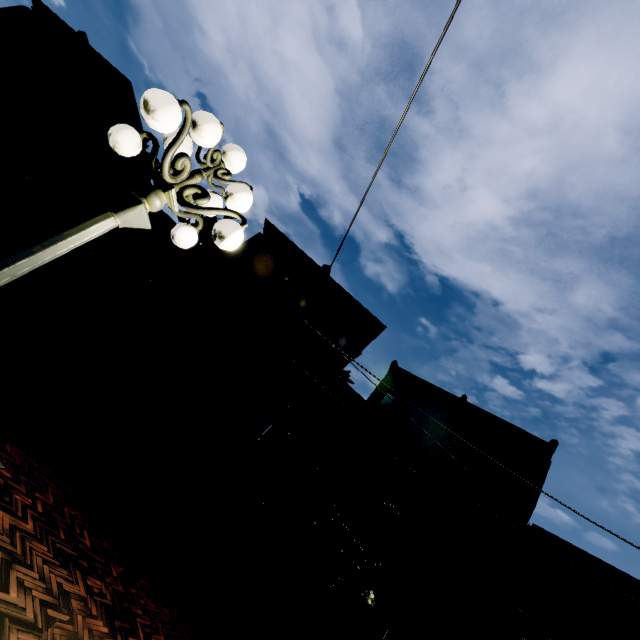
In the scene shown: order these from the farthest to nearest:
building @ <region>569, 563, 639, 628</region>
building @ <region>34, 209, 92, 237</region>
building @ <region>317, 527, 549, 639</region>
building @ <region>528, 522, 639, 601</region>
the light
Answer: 1. building @ <region>34, 209, 92, 237</region>
2. building @ <region>317, 527, 549, 639</region>
3. building @ <region>528, 522, 639, 601</region>
4. building @ <region>569, 563, 639, 628</region>
5. the light

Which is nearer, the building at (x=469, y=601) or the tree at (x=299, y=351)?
the building at (x=469, y=601)

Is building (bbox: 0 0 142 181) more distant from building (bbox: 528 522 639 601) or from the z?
the z

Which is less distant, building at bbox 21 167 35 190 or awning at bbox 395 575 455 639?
awning at bbox 395 575 455 639

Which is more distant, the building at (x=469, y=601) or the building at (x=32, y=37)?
the building at (x=32, y=37)

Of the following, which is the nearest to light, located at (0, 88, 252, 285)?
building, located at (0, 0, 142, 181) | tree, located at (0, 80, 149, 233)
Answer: tree, located at (0, 80, 149, 233)

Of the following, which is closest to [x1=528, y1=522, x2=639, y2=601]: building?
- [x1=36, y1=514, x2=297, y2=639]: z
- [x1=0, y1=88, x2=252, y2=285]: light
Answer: [x1=36, y1=514, x2=297, y2=639]: z

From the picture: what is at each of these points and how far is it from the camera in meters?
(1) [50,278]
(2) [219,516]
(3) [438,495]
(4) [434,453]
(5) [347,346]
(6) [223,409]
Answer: (1) building, 18.2
(2) building, 15.4
(3) tree, 15.2
(4) tree, 14.0
(5) tree, 16.9
(6) tree, 14.2
